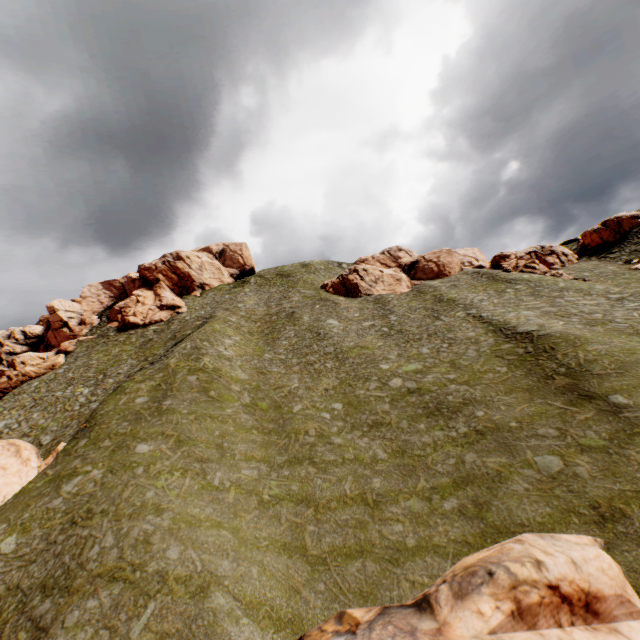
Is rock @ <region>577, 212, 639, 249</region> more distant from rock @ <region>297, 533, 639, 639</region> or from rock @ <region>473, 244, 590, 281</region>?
rock @ <region>297, 533, 639, 639</region>

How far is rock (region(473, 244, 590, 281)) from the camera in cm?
4604

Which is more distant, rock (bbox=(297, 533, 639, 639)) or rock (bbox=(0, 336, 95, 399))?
rock (bbox=(0, 336, 95, 399))

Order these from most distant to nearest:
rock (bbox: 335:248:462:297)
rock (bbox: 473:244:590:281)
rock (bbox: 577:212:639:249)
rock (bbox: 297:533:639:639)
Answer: rock (bbox: 335:248:462:297)
rock (bbox: 577:212:639:249)
rock (bbox: 473:244:590:281)
rock (bbox: 297:533:639:639)

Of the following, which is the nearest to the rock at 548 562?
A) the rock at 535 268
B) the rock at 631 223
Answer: the rock at 631 223

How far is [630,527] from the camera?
12.6 meters
